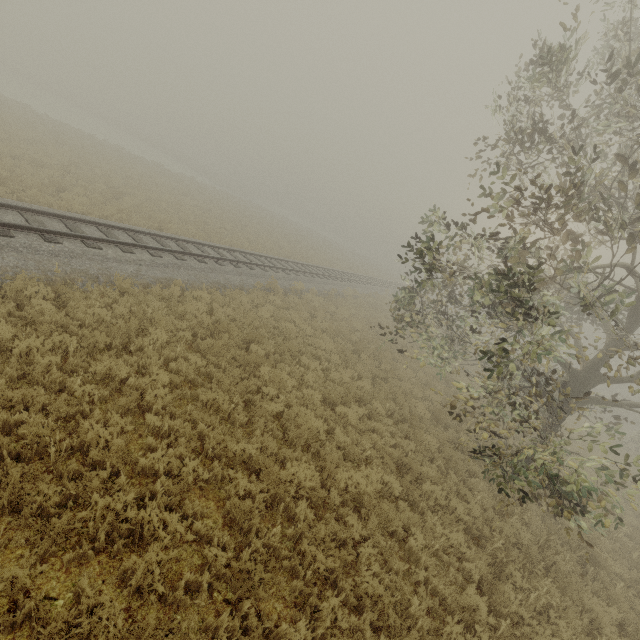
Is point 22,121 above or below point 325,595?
above
